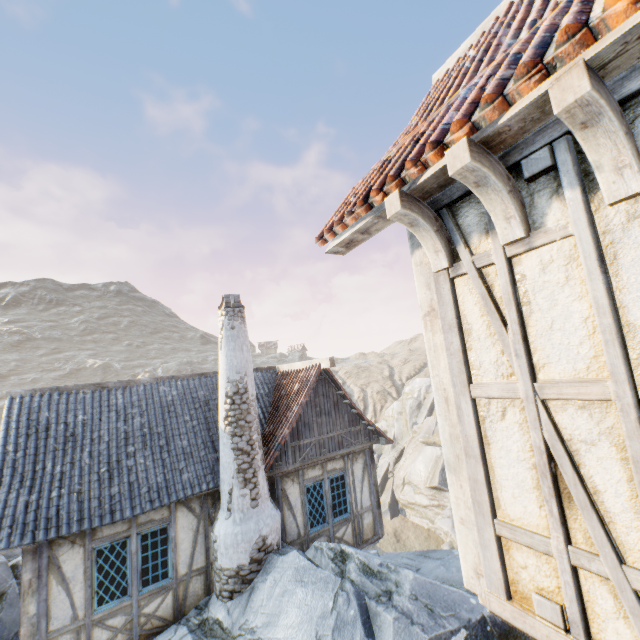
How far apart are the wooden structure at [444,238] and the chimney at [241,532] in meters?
6.9

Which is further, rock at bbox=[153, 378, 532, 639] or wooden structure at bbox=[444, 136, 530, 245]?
rock at bbox=[153, 378, 532, 639]

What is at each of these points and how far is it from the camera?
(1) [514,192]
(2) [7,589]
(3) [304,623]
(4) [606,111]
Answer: (1) wooden structure, 1.95m
(2) rock, 7.58m
(3) rock, 6.16m
(4) wooden structure, 1.44m

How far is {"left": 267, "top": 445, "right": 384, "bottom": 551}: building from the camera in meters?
9.1 m

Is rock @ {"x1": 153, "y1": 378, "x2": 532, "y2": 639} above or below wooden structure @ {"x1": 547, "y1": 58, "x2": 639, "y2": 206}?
below

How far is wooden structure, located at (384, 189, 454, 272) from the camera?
2.3m

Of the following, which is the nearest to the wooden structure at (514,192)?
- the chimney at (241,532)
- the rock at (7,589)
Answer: Answer: the chimney at (241,532)

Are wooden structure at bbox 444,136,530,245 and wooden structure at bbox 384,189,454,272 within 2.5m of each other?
yes
